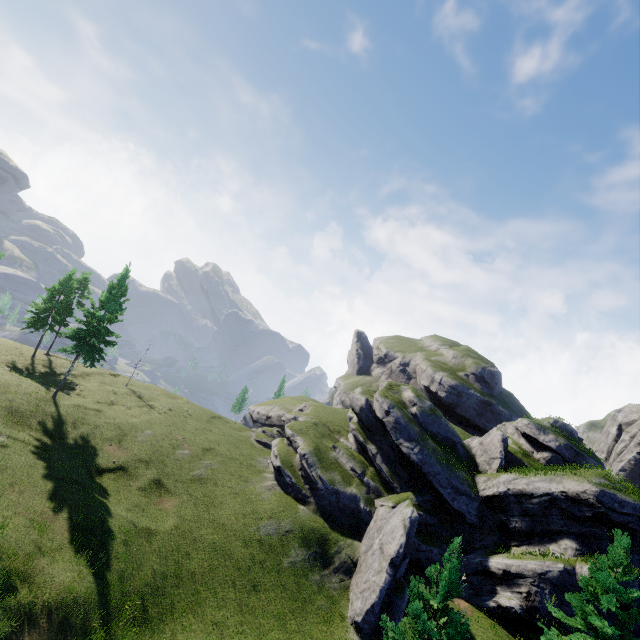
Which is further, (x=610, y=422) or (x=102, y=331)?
(x=610, y=422)

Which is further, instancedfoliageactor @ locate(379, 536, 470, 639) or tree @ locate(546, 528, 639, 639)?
tree @ locate(546, 528, 639, 639)

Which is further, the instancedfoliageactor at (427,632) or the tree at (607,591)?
the tree at (607,591)
